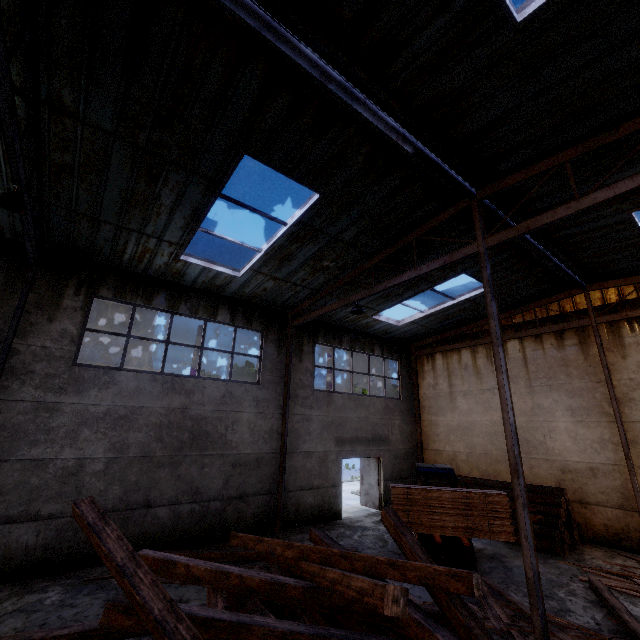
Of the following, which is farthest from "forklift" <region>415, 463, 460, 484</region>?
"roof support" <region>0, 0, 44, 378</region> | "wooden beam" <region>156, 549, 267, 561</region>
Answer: "roof support" <region>0, 0, 44, 378</region>

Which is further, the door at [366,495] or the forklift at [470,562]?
the door at [366,495]

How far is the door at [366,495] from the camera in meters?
14.3

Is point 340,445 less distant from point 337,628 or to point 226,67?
point 337,628

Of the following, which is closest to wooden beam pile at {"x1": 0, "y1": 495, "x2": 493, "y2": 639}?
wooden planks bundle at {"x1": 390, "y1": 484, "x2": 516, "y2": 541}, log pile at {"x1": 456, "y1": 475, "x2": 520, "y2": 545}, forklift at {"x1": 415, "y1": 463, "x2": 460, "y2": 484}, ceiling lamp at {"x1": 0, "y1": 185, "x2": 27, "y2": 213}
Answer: wooden planks bundle at {"x1": 390, "y1": 484, "x2": 516, "y2": 541}

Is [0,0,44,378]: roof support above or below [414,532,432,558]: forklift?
above

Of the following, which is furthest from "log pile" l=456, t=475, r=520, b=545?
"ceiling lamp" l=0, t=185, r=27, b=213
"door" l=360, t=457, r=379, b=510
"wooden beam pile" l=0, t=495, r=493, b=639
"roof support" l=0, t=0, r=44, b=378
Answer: "ceiling lamp" l=0, t=185, r=27, b=213
